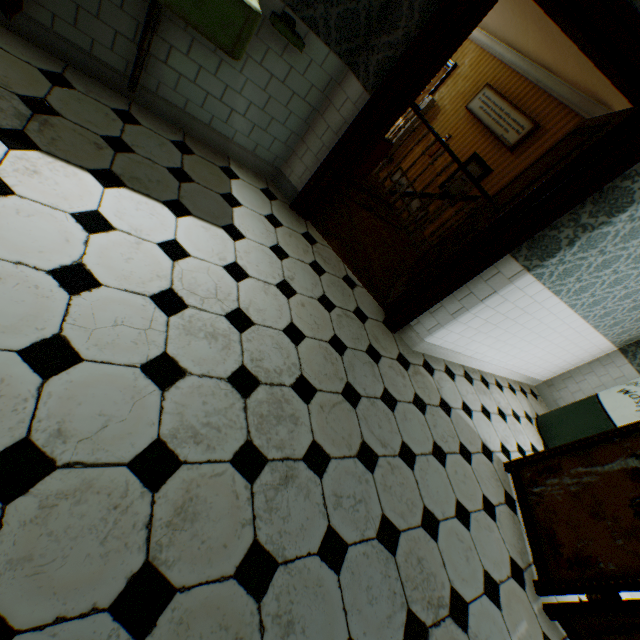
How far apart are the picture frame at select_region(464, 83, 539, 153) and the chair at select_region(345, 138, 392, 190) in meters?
3.7 m

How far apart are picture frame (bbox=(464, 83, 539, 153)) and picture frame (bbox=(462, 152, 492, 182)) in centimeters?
38cm

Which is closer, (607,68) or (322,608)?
(322,608)

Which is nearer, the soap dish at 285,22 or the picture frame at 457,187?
the soap dish at 285,22

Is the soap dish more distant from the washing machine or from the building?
the washing machine

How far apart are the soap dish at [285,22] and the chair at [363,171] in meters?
1.1

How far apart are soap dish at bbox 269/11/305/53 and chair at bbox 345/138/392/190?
1.1m

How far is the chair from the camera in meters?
3.9
